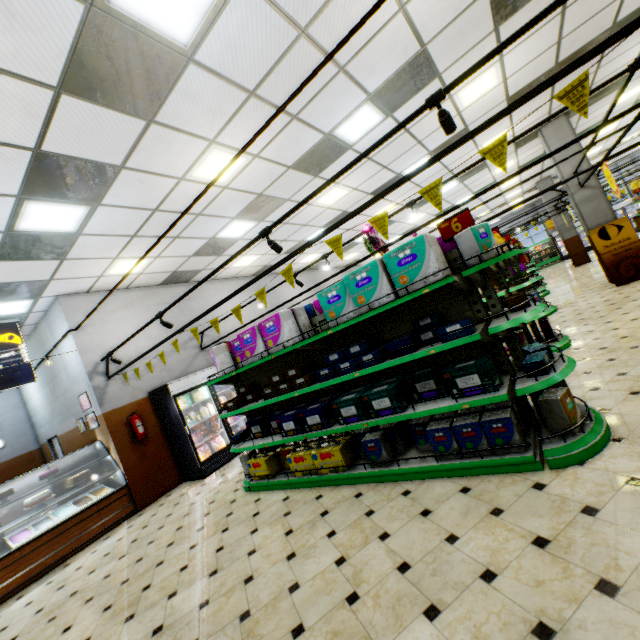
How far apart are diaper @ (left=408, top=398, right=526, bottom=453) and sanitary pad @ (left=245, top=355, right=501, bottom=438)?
0.3m

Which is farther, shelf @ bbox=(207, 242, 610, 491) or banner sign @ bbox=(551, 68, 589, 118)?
shelf @ bbox=(207, 242, 610, 491)

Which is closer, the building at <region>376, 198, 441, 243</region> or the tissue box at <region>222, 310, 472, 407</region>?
the tissue box at <region>222, 310, 472, 407</region>

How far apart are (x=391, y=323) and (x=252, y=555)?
3.04m

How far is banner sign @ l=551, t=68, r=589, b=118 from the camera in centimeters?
220cm

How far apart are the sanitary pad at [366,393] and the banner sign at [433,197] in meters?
1.7

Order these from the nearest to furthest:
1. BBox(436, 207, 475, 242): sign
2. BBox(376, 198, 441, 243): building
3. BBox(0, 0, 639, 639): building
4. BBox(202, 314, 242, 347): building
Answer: BBox(0, 0, 639, 639): building, BBox(436, 207, 475, 242): sign, BBox(202, 314, 242, 347): building, BBox(376, 198, 441, 243): building

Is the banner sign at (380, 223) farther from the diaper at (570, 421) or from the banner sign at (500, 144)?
the diaper at (570, 421)
